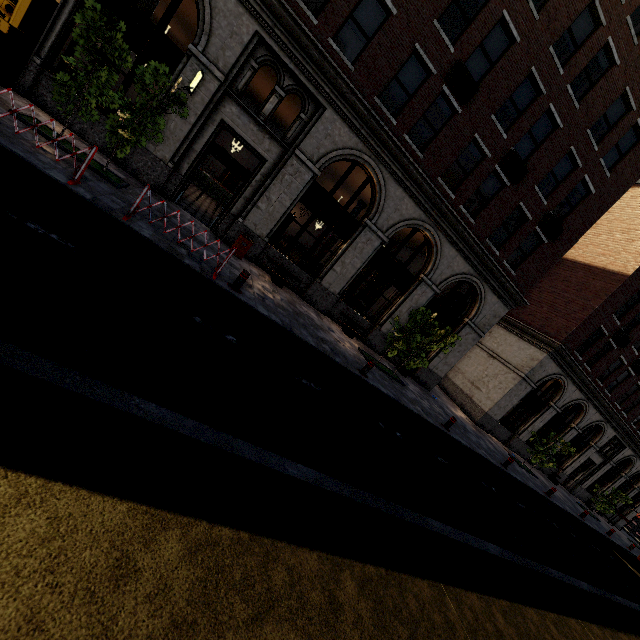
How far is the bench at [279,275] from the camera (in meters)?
12.50

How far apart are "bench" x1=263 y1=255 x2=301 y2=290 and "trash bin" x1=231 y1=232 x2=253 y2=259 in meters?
0.8

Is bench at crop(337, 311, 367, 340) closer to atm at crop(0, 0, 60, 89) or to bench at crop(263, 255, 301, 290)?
bench at crop(263, 255, 301, 290)

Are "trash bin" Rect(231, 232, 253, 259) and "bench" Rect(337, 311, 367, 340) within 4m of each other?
no

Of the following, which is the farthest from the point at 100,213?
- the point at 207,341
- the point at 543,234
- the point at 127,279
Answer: the point at 543,234

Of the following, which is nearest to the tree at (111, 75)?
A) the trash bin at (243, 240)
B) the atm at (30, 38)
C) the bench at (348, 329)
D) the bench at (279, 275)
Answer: the bench at (348, 329)

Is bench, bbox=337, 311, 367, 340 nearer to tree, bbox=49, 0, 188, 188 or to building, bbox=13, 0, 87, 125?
building, bbox=13, 0, 87, 125

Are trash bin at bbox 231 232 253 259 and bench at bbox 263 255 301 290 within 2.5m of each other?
yes
